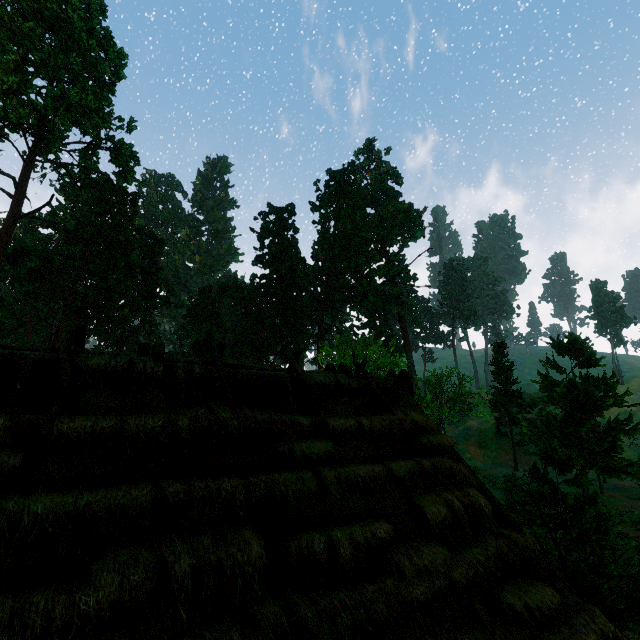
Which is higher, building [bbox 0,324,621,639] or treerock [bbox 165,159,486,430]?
treerock [bbox 165,159,486,430]

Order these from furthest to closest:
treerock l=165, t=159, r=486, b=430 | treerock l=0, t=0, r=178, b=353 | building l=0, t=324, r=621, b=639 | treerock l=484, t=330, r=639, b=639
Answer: treerock l=165, t=159, r=486, b=430 → treerock l=0, t=0, r=178, b=353 → treerock l=484, t=330, r=639, b=639 → building l=0, t=324, r=621, b=639

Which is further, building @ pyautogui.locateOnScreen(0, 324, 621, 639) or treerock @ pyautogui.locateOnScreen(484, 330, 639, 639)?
treerock @ pyautogui.locateOnScreen(484, 330, 639, 639)

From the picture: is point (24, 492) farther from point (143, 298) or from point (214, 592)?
point (143, 298)

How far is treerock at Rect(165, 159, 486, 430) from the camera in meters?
34.9

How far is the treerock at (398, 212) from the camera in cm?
3491

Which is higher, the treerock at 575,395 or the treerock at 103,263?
the treerock at 103,263

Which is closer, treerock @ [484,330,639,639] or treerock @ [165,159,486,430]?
treerock @ [484,330,639,639]
